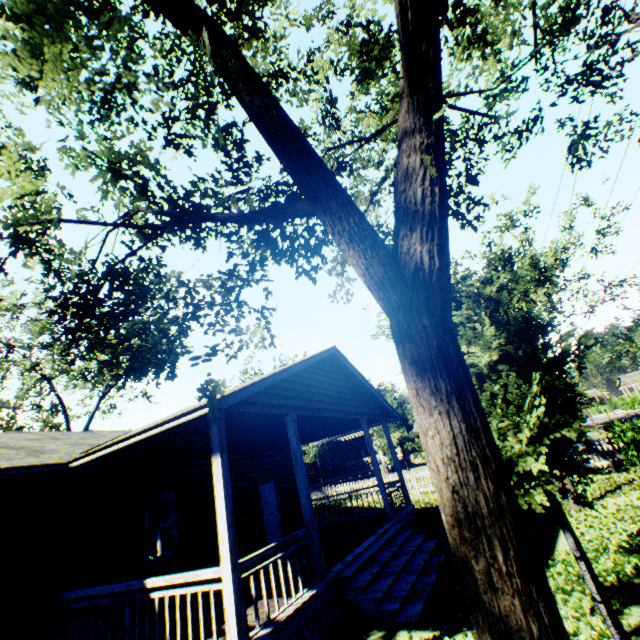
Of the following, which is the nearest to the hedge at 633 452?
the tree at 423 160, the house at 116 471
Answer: the house at 116 471

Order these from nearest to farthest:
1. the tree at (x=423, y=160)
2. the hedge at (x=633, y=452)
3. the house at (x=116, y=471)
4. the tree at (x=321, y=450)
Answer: the tree at (x=423, y=160), the house at (x=116, y=471), the hedge at (x=633, y=452), the tree at (x=321, y=450)

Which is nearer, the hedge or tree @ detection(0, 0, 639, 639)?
tree @ detection(0, 0, 639, 639)

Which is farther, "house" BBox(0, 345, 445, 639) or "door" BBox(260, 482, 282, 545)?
"door" BBox(260, 482, 282, 545)

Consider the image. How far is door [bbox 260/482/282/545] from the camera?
12.6m

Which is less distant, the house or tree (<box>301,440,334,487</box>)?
the house

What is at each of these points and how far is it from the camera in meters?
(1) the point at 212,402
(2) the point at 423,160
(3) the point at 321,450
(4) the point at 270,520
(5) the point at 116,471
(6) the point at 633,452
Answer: (1) tree, 1.1
(2) tree, 1.2
(3) tree, 23.7
(4) door, 12.9
(5) house, 8.7
(6) hedge, 13.2

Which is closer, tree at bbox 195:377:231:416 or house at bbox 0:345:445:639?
tree at bbox 195:377:231:416
